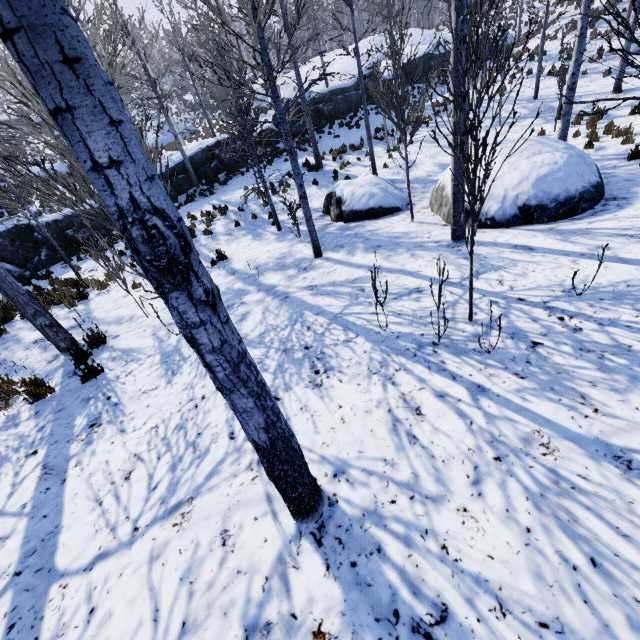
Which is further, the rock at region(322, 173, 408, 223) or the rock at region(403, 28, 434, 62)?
the rock at region(403, 28, 434, 62)

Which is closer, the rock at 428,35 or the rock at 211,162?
the rock at 211,162

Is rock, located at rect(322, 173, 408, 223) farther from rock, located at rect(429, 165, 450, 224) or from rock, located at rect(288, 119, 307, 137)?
rock, located at rect(288, 119, 307, 137)

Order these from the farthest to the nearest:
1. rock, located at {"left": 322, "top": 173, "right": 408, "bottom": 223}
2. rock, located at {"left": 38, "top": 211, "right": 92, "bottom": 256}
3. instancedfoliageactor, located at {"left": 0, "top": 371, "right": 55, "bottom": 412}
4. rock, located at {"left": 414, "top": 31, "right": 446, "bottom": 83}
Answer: rock, located at {"left": 414, "top": 31, "right": 446, "bottom": 83} → rock, located at {"left": 38, "top": 211, "right": 92, "bottom": 256} → rock, located at {"left": 322, "top": 173, "right": 408, "bottom": 223} → instancedfoliageactor, located at {"left": 0, "top": 371, "right": 55, "bottom": 412}

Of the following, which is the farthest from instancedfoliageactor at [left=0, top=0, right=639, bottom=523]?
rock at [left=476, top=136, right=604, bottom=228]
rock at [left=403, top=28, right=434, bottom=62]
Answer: rock at [left=476, top=136, right=604, bottom=228]

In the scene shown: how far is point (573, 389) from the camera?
3.0m

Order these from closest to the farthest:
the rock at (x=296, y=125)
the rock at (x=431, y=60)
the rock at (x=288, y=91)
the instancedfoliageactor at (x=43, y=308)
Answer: the instancedfoliageactor at (x=43, y=308), the rock at (x=296, y=125), the rock at (x=431, y=60), the rock at (x=288, y=91)

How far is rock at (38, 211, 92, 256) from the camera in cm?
1303
